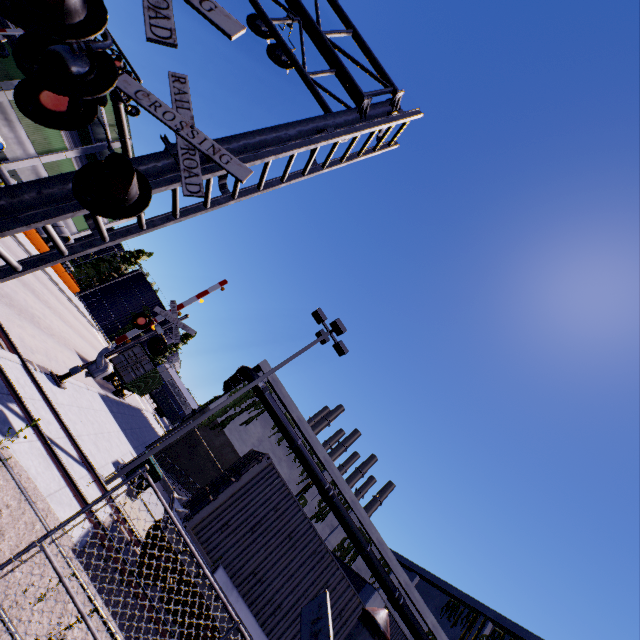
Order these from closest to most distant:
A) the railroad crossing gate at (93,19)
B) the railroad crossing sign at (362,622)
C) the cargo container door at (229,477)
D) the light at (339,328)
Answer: the railroad crossing sign at (362,622) < the railroad crossing gate at (93,19) < the cargo container door at (229,477) < the light at (339,328)

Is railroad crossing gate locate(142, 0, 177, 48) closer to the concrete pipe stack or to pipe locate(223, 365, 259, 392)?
pipe locate(223, 365, 259, 392)

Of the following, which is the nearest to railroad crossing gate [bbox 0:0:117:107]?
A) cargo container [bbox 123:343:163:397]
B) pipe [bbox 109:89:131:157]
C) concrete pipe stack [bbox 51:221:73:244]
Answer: cargo container [bbox 123:343:163:397]

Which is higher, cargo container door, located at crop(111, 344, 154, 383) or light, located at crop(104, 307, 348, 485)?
light, located at crop(104, 307, 348, 485)

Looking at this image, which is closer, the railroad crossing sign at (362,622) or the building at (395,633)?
the railroad crossing sign at (362,622)

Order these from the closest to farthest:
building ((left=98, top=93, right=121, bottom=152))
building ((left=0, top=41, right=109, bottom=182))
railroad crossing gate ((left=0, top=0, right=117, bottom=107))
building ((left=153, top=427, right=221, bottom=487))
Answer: railroad crossing gate ((left=0, top=0, right=117, bottom=107))
building ((left=153, top=427, right=221, bottom=487))
building ((left=0, top=41, right=109, bottom=182))
building ((left=98, top=93, right=121, bottom=152))

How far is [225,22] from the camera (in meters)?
3.19

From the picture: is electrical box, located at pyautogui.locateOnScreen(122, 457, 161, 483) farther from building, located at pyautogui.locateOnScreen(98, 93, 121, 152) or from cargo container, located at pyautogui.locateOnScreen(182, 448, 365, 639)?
cargo container, located at pyautogui.locateOnScreen(182, 448, 365, 639)
